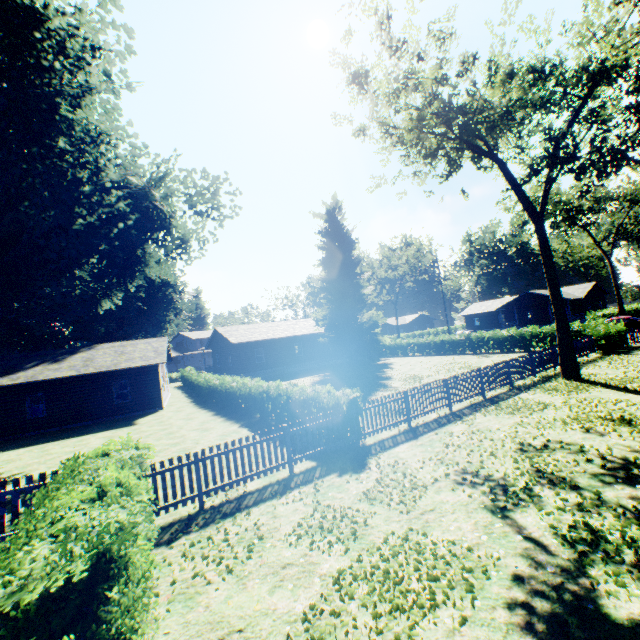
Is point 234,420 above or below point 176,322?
below

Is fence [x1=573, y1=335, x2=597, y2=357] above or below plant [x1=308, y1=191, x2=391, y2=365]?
below

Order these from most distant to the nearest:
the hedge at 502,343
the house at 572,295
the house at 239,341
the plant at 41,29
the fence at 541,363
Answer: the house at 572,295, the house at 239,341, the hedge at 502,343, the plant at 41,29, the fence at 541,363

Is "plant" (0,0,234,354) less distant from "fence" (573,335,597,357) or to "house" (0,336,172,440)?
"fence" (573,335,597,357)

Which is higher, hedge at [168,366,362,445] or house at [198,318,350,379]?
house at [198,318,350,379]

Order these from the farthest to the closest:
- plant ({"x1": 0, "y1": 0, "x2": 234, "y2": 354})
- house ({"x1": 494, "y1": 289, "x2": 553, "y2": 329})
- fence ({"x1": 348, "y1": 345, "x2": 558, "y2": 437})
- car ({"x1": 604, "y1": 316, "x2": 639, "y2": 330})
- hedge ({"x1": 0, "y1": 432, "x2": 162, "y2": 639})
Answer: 1. house ({"x1": 494, "y1": 289, "x2": 553, "y2": 329})
2. car ({"x1": 604, "y1": 316, "x2": 639, "y2": 330})
3. plant ({"x1": 0, "y1": 0, "x2": 234, "y2": 354})
4. fence ({"x1": 348, "y1": 345, "x2": 558, "y2": 437})
5. hedge ({"x1": 0, "y1": 432, "x2": 162, "y2": 639})

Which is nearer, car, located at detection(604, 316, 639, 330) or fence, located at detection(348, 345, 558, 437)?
fence, located at detection(348, 345, 558, 437)

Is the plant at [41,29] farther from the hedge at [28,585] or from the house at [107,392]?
the house at [107,392]
